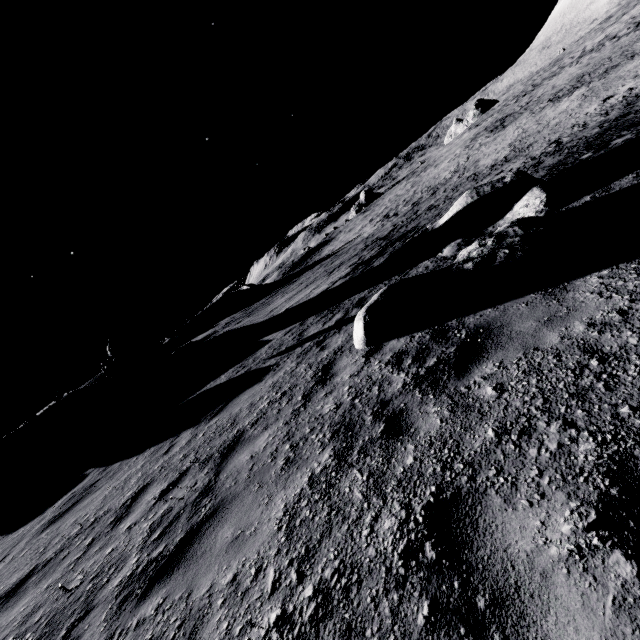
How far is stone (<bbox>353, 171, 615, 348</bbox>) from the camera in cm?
529

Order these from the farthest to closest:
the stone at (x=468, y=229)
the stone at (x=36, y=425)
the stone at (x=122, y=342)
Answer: the stone at (x=122, y=342)
the stone at (x=36, y=425)
the stone at (x=468, y=229)

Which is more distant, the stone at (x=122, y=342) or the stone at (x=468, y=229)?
the stone at (x=122, y=342)

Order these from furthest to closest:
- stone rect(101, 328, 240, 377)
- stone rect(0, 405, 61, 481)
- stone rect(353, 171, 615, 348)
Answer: stone rect(101, 328, 240, 377)
stone rect(0, 405, 61, 481)
stone rect(353, 171, 615, 348)

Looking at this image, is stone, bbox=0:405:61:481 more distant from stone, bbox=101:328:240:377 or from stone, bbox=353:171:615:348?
stone, bbox=353:171:615:348

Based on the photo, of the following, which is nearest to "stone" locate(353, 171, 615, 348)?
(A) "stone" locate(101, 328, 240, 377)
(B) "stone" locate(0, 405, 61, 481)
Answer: (A) "stone" locate(101, 328, 240, 377)

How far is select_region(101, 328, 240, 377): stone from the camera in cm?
1853

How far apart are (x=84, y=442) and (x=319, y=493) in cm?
1389
